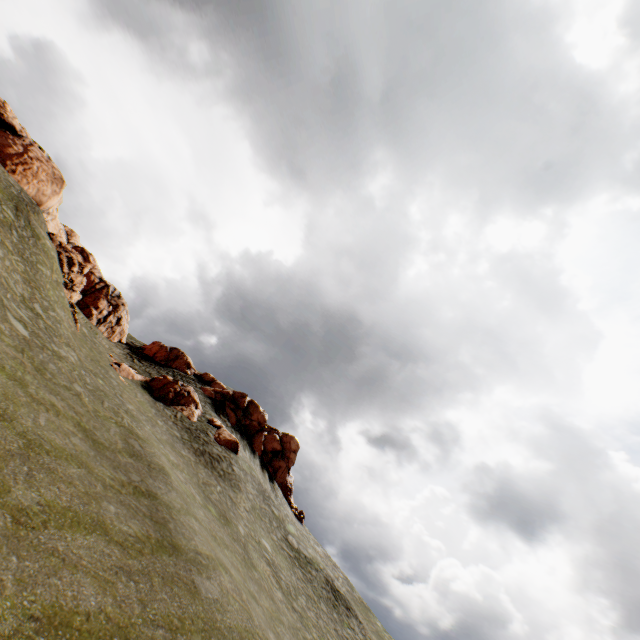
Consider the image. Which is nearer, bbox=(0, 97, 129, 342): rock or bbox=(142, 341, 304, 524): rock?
bbox=(0, 97, 129, 342): rock

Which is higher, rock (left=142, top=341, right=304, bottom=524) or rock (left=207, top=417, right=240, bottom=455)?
rock (left=142, top=341, right=304, bottom=524)

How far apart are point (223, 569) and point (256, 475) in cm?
2169

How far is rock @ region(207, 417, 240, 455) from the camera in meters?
31.0

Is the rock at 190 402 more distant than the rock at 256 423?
No
